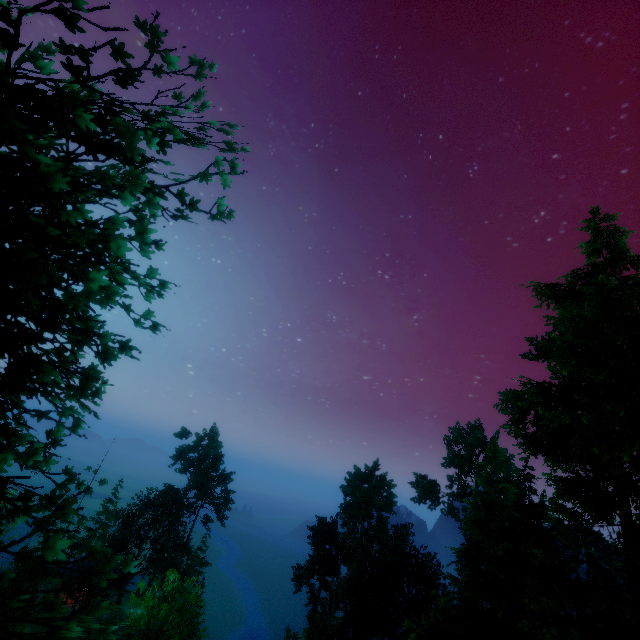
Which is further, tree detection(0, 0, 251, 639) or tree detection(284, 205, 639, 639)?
tree detection(284, 205, 639, 639)

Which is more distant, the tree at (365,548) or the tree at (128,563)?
the tree at (365,548)

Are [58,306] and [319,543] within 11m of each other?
no
